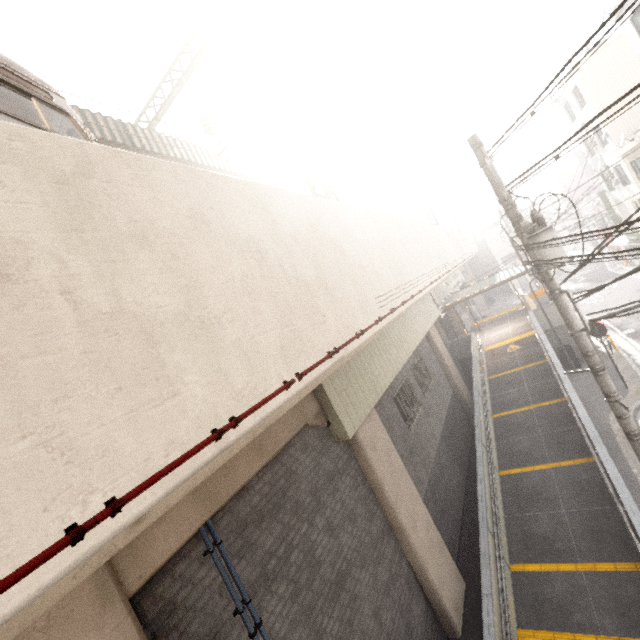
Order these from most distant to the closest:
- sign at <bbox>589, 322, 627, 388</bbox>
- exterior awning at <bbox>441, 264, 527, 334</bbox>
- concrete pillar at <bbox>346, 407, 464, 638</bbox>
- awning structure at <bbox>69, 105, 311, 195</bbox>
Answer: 1. exterior awning at <bbox>441, 264, 527, 334</bbox>
2. sign at <bbox>589, 322, 627, 388</bbox>
3. awning structure at <bbox>69, 105, 311, 195</bbox>
4. concrete pillar at <bbox>346, 407, 464, 638</bbox>

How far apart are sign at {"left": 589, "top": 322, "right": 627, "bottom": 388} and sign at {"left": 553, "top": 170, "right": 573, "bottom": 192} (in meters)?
52.43

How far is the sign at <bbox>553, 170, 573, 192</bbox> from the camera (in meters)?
51.06

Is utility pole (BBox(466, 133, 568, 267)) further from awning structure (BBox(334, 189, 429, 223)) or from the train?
awning structure (BBox(334, 189, 429, 223))

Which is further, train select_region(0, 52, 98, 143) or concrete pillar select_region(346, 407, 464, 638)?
concrete pillar select_region(346, 407, 464, 638)

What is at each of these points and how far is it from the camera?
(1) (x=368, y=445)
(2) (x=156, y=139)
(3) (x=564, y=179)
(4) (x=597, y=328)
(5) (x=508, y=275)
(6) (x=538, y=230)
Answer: (1) concrete pillar, 7.55m
(2) awning structure, 9.29m
(3) sign, 51.50m
(4) sign, 12.68m
(5) exterior awning, 18.56m
(6) utility pole, 5.85m

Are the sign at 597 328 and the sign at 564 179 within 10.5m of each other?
no

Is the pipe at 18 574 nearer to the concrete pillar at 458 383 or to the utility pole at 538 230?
the utility pole at 538 230
